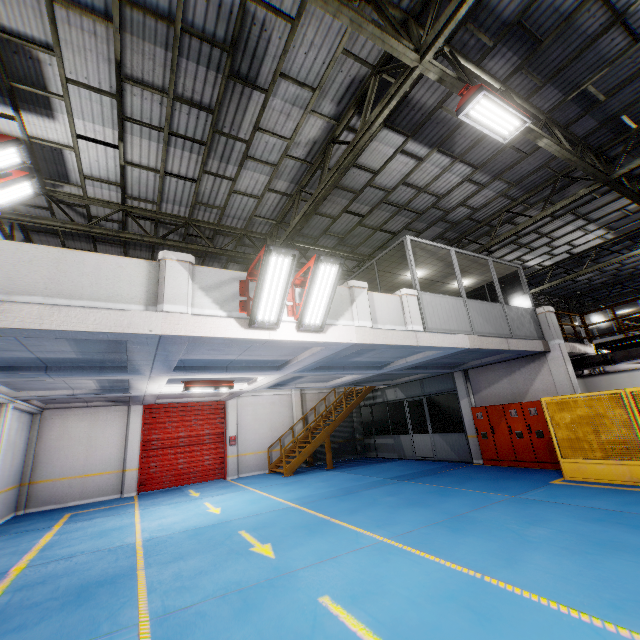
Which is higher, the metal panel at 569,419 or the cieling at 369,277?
the cieling at 369,277

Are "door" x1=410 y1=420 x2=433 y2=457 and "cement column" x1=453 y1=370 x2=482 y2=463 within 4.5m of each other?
yes

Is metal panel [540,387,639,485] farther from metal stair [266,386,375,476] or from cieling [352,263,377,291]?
metal stair [266,386,375,476]

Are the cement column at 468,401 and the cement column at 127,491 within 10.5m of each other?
no

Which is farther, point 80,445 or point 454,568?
point 80,445

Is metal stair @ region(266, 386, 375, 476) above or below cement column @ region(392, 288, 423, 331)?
below

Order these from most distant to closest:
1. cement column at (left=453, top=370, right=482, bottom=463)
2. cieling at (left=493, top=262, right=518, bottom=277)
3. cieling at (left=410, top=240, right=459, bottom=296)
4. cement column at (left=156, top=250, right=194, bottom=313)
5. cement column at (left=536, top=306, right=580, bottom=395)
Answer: cement column at (left=453, top=370, right=482, bottom=463) → cieling at (left=493, top=262, right=518, bottom=277) → cement column at (left=536, top=306, right=580, bottom=395) → cieling at (left=410, top=240, right=459, bottom=296) → cement column at (left=156, top=250, right=194, bottom=313)

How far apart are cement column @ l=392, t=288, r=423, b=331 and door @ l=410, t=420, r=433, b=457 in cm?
897
